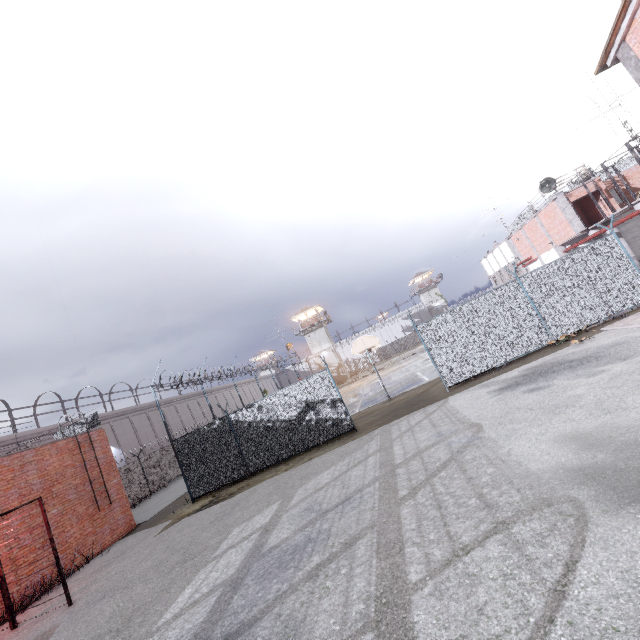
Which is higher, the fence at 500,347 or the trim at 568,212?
the trim at 568,212

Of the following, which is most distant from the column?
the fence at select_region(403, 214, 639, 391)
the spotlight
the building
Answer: the building

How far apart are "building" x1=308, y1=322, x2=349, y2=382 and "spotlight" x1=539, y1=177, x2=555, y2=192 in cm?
4048

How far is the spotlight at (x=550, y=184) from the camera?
23.03m

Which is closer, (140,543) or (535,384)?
(535,384)

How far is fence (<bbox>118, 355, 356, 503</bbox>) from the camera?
13.5 meters

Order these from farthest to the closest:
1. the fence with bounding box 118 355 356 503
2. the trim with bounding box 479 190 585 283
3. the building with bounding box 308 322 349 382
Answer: the building with bounding box 308 322 349 382 → the trim with bounding box 479 190 585 283 → the fence with bounding box 118 355 356 503

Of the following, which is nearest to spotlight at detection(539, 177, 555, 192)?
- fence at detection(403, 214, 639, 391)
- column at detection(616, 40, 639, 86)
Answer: fence at detection(403, 214, 639, 391)
